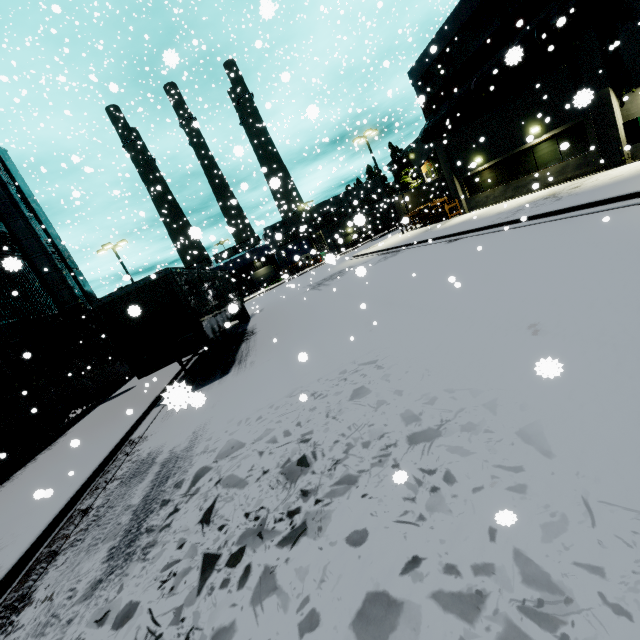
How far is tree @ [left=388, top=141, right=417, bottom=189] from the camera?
57.6m

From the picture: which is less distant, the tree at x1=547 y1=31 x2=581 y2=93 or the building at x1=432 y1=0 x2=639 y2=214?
the building at x1=432 y1=0 x2=639 y2=214

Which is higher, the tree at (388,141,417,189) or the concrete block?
the tree at (388,141,417,189)

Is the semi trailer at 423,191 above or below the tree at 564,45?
below

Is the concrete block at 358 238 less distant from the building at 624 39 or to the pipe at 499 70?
the building at 624 39

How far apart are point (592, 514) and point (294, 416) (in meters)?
4.27

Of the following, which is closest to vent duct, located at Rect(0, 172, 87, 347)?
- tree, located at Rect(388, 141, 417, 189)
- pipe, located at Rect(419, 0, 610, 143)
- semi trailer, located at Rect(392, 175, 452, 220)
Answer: semi trailer, located at Rect(392, 175, 452, 220)

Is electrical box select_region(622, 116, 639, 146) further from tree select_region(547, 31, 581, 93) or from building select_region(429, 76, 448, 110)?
tree select_region(547, 31, 581, 93)
